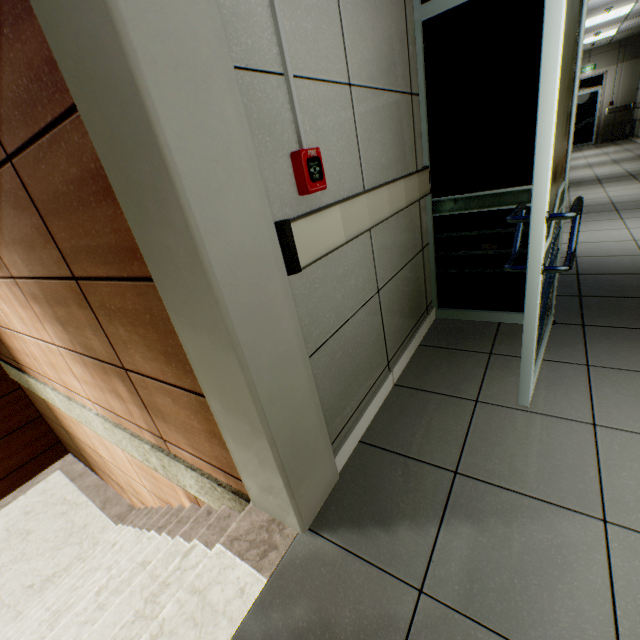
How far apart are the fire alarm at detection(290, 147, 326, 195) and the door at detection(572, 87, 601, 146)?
17.52m

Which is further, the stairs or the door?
the door

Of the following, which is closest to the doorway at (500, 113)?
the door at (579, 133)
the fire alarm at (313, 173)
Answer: the fire alarm at (313, 173)

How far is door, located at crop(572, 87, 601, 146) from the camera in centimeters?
1259cm

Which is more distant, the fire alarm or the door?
the door

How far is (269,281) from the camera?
1.0 meters

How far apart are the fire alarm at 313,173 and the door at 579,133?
17.52m

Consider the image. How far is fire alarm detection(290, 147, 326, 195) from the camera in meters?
1.1
